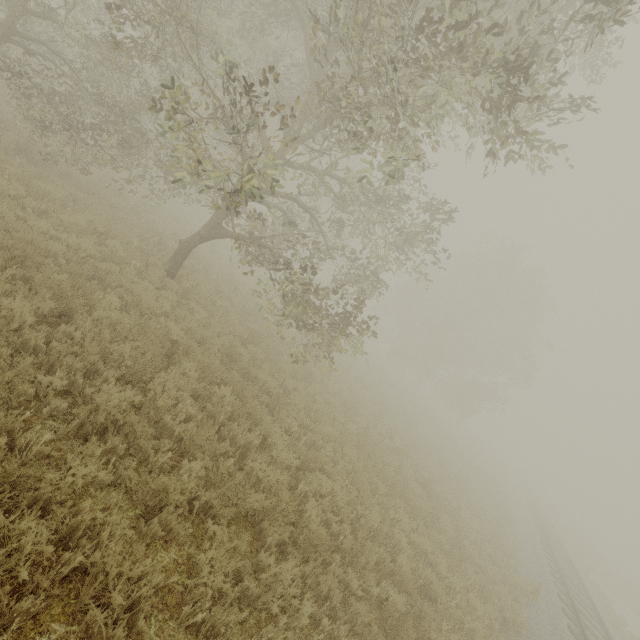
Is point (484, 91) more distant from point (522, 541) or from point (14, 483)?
point (522, 541)
